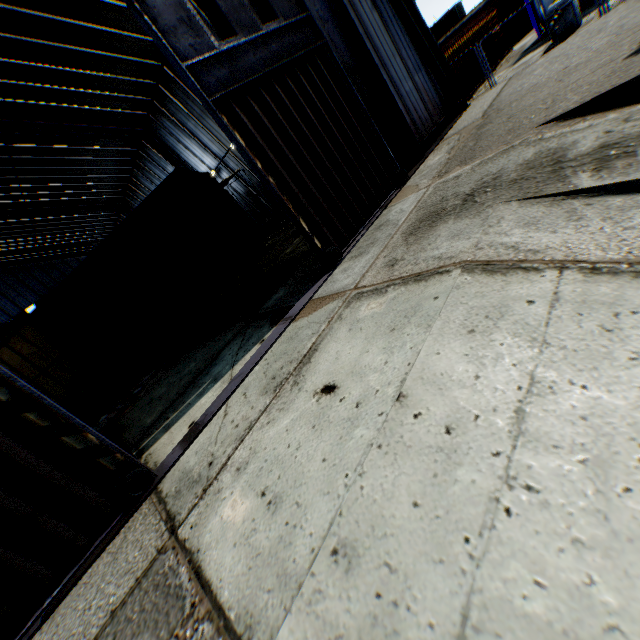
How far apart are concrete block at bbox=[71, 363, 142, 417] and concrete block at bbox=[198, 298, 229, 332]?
4.9 meters

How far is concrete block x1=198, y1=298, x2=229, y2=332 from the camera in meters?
10.7

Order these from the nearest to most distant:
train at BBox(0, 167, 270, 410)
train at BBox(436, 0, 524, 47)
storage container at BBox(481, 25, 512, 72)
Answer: train at BBox(0, 167, 270, 410), storage container at BBox(481, 25, 512, 72), train at BBox(436, 0, 524, 47)

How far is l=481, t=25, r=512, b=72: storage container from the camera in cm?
1950

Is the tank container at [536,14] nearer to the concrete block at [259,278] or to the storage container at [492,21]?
the storage container at [492,21]

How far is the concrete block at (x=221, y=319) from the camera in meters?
10.7

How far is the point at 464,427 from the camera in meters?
2.8 m

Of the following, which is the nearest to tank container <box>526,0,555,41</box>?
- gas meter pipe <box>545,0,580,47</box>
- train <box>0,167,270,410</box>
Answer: gas meter pipe <box>545,0,580,47</box>
